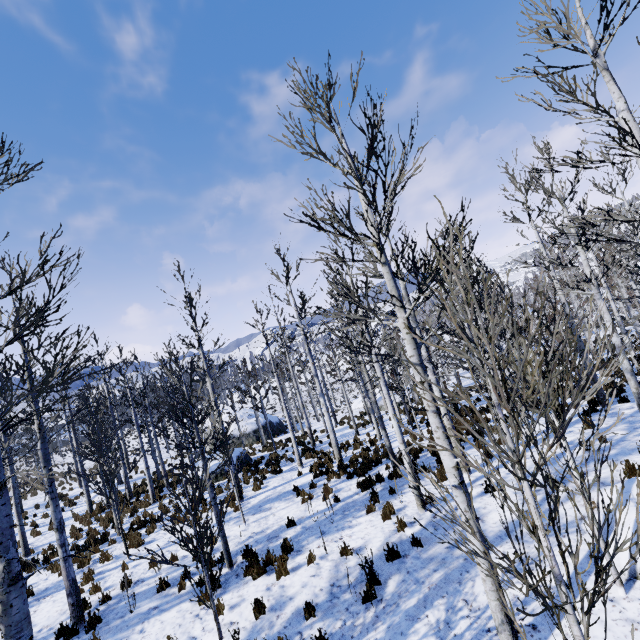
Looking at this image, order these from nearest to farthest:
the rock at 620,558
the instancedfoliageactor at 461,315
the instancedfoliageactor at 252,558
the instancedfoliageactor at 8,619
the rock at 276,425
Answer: the instancedfoliageactor at 461,315
the instancedfoliageactor at 8,619
the rock at 620,558
the instancedfoliageactor at 252,558
the rock at 276,425

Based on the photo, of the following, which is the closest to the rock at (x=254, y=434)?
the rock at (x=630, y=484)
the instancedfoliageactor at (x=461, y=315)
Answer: the instancedfoliageactor at (x=461, y=315)

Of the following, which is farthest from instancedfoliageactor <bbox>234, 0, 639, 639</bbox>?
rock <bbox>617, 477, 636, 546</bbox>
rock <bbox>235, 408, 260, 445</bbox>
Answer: rock <bbox>235, 408, 260, 445</bbox>

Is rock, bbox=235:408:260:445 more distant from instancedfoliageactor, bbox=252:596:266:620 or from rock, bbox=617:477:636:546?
rock, bbox=617:477:636:546

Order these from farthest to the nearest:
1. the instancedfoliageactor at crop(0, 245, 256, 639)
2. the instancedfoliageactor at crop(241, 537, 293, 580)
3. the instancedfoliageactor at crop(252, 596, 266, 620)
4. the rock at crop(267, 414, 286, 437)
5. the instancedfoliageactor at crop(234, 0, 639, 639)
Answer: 1. the rock at crop(267, 414, 286, 437)
2. the instancedfoliageactor at crop(241, 537, 293, 580)
3. the instancedfoliageactor at crop(252, 596, 266, 620)
4. the instancedfoliageactor at crop(0, 245, 256, 639)
5. the instancedfoliageactor at crop(234, 0, 639, 639)

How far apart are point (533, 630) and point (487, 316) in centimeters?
796cm
